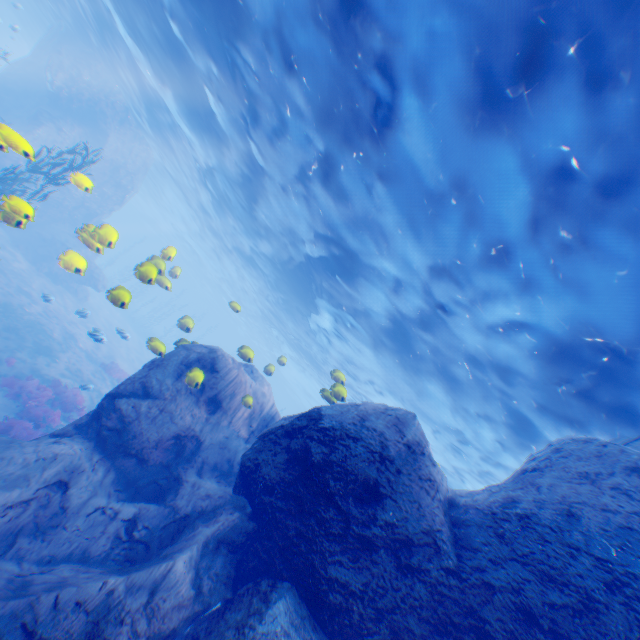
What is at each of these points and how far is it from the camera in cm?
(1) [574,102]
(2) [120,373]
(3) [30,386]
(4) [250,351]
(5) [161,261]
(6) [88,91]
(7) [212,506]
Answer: (1) light, 495
(2) instancedfoliageactor, 2130
(3) instancedfoliageactor, 1311
(4) light, 980
(5) light, 951
(6) rock, 2288
(7) rock, 718

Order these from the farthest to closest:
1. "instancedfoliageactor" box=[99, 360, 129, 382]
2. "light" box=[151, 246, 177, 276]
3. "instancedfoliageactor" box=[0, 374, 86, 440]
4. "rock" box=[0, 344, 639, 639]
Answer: "instancedfoliageactor" box=[99, 360, 129, 382]
"instancedfoliageactor" box=[0, 374, 86, 440]
"light" box=[151, 246, 177, 276]
"rock" box=[0, 344, 639, 639]

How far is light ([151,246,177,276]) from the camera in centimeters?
945cm

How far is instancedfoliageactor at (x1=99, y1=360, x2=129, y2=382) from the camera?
20.5 meters

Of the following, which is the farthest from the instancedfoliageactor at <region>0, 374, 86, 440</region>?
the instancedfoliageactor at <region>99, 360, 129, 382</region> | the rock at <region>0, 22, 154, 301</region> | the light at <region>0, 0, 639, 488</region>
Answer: the instancedfoliageactor at <region>99, 360, 129, 382</region>

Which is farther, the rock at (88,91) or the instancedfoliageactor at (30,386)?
the rock at (88,91)

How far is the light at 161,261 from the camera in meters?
9.4
